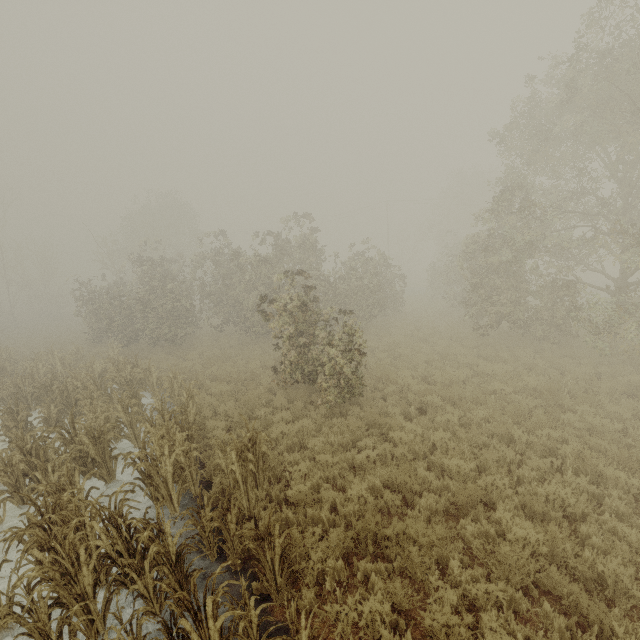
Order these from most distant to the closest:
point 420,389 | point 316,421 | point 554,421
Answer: point 420,389 → point 316,421 → point 554,421
